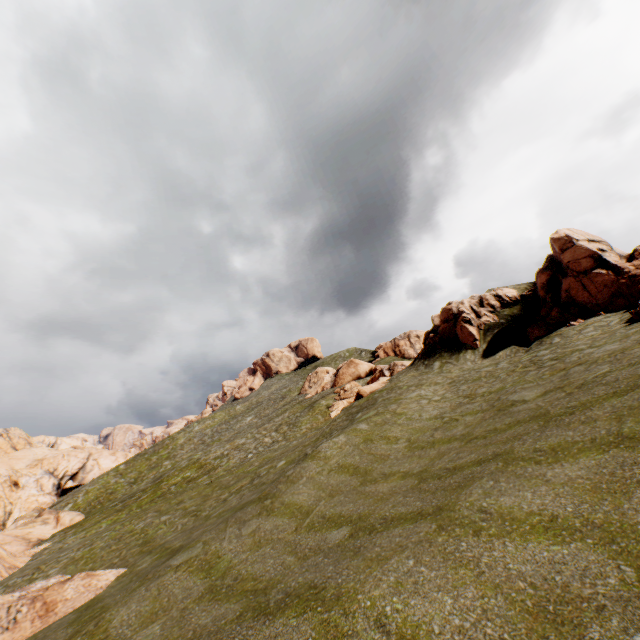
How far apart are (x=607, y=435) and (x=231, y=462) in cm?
4423

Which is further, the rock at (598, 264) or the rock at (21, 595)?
the rock at (598, 264)

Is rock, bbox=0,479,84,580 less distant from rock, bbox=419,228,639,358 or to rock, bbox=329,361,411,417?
rock, bbox=419,228,639,358

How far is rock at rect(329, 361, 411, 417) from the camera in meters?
32.2 m

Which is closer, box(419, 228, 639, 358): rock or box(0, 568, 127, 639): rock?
box(0, 568, 127, 639): rock

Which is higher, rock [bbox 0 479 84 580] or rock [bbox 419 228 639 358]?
rock [bbox 419 228 639 358]

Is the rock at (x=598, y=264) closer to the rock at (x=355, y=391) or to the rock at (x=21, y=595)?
the rock at (x=355, y=391)
